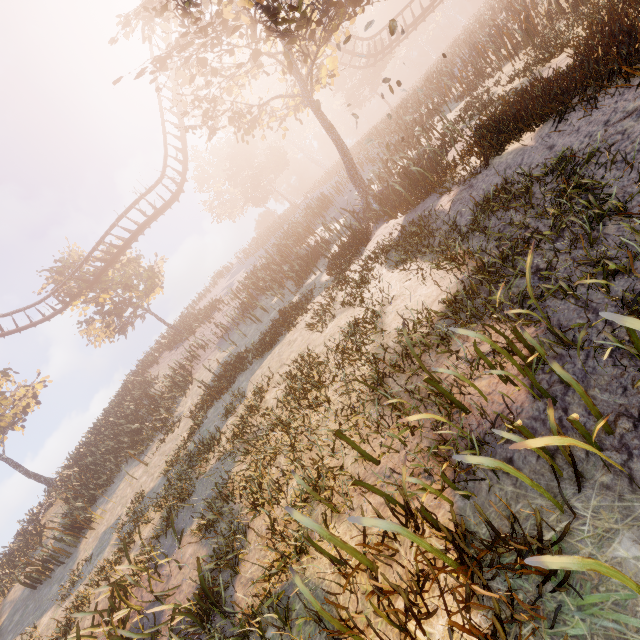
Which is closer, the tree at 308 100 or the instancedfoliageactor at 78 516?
the instancedfoliageactor at 78 516

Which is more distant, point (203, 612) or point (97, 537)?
point (97, 537)

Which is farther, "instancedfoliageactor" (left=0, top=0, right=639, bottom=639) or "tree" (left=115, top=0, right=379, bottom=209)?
"tree" (left=115, top=0, right=379, bottom=209)
